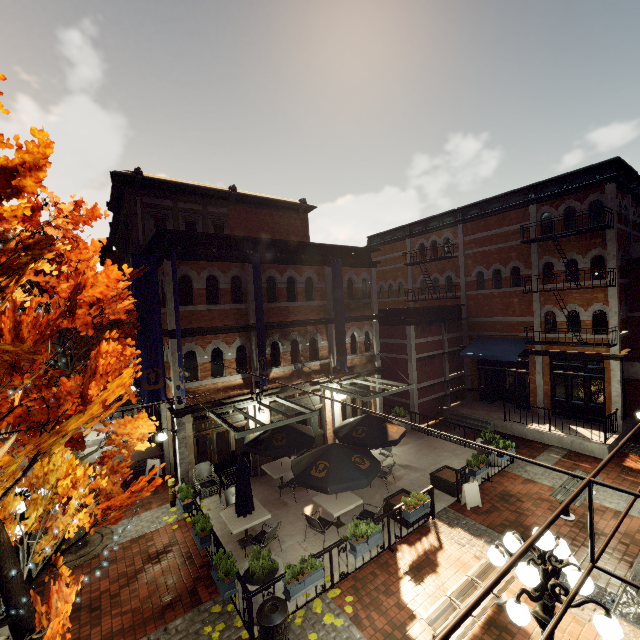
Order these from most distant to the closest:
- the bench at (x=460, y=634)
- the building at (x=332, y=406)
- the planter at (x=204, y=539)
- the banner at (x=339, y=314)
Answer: the building at (x=332, y=406) < the banner at (x=339, y=314) < the planter at (x=204, y=539) < the bench at (x=460, y=634)

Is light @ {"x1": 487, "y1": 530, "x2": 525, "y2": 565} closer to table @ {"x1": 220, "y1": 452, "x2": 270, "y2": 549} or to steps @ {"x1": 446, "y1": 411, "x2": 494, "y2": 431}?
table @ {"x1": 220, "y1": 452, "x2": 270, "y2": 549}

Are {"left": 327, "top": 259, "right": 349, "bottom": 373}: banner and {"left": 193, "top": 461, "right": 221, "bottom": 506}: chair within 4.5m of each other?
no

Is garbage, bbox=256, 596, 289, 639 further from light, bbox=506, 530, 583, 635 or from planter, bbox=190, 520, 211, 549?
light, bbox=506, 530, 583, 635

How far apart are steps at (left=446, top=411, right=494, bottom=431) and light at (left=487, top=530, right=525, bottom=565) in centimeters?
1272cm

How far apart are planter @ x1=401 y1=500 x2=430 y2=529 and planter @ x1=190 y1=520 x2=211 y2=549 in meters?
5.3

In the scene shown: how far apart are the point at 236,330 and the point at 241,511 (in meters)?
6.29

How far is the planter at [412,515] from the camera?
8.92m
